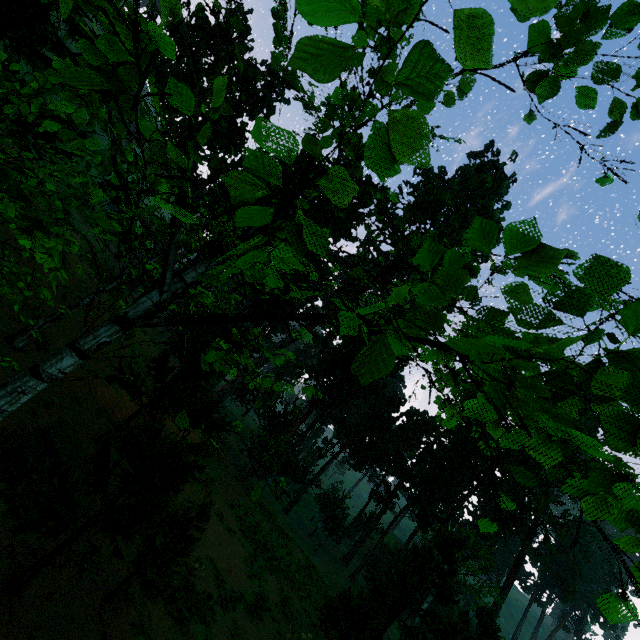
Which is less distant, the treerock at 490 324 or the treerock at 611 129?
the treerock at 490 324

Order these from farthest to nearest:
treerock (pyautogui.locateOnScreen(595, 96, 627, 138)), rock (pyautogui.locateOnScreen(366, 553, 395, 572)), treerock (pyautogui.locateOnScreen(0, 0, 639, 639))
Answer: rock (pyautogui.locateOnScreen(366, 553, 395, 572)) → treerock (pyautogui.locateOnScreen(595, 96, 627, 138)) → treerock (pyautogui.locateOnScreen(0, 0, 639, 639))

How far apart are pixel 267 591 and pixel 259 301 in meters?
30.7

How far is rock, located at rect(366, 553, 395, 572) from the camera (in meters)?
57.84

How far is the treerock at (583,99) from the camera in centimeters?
307cm

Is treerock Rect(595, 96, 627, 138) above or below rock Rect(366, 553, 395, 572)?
above

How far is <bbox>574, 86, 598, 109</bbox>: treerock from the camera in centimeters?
307cm
